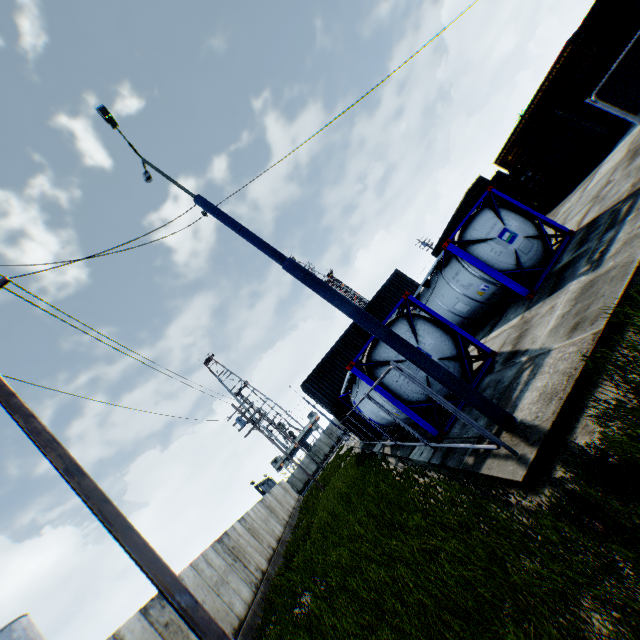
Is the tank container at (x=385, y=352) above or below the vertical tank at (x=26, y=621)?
below

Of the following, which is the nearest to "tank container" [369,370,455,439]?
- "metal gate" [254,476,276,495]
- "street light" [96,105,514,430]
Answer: "street light" [96,105,514,430]

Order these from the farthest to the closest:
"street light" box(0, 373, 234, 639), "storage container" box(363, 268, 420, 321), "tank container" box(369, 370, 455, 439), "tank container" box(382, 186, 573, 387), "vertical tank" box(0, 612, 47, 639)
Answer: "storage container" box(363, 268, 420, 321)
"vertical tank" box(0, 612, 47, 639)
"tank container" box(382, 186, 573, 387)
"tank container" box(369, 370, 455, 439)
"street light" box(0, 373, 234, 639)

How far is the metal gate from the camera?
43.6 meters

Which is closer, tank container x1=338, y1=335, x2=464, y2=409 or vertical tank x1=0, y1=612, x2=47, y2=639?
tank container x1=338, y1=335, x2=464, y2=409

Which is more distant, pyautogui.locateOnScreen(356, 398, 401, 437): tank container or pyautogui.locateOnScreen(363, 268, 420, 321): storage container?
pyautogui.locateOnScreen(363, 268, 420, 321): storage container

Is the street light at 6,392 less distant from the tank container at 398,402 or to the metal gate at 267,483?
the tank container at 398,402

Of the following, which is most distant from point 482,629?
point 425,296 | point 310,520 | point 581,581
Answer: point 310,520
